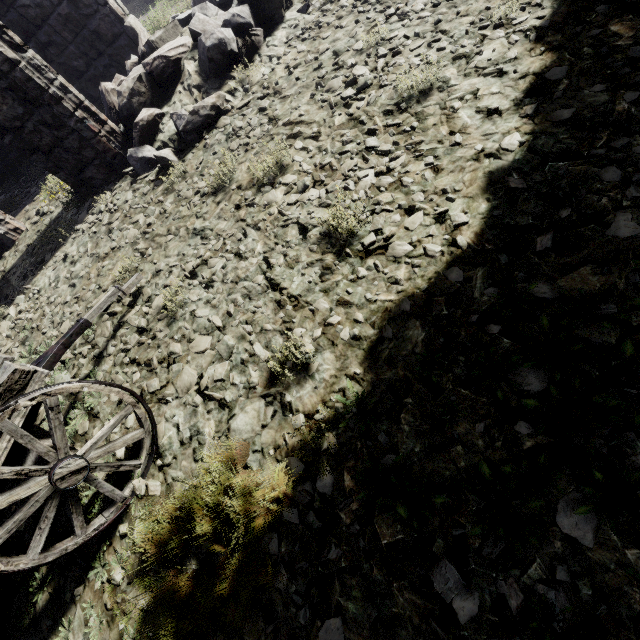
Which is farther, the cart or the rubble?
the rubble

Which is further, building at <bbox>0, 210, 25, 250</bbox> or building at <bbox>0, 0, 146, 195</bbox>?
building at <bbox>0, 210, 25, 250</bbox>

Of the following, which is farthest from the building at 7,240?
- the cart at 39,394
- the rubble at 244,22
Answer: the cart at 39,394

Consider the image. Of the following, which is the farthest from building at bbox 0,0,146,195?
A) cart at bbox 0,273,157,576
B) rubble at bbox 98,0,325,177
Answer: cart at bbox 0,273,157,576

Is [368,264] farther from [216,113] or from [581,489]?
[216,113]

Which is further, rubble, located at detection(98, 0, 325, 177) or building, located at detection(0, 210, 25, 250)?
building, located at detection(0, 210, 25, 250)

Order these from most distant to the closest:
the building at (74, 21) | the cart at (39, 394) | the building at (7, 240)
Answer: the building at (7, 240), the building at (74, 21), the cart at (39, 394)
